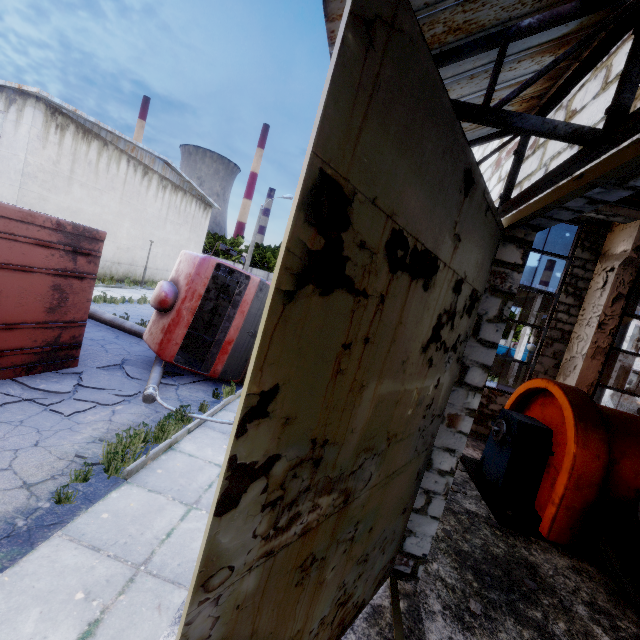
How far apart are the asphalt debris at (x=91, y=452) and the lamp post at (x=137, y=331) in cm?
569

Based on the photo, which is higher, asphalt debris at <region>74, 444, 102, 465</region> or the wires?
the wires

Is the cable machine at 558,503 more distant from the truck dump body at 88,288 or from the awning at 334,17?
the truck dump body at 88,288

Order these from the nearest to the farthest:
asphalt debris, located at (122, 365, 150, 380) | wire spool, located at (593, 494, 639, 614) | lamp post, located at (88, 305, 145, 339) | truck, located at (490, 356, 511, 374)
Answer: wire spool, located at (593, 494, 639, 614) → asphalt debris, located at (122, 365, 150, 380) → lamp post, located at (88, 305, 145, 339) → truck, located at (490, 356, 511, 374)

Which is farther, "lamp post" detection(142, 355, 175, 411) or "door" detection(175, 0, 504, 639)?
"lamp post" detection(142, 355, 175, 411)

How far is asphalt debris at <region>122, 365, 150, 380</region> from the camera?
7.6m

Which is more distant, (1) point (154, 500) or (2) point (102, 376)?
(2) point (102, 376)

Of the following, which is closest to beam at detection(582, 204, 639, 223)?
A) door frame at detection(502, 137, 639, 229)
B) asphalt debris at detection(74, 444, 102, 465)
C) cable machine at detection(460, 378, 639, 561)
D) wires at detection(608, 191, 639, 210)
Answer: wires at detection(608, 191, 639, 210)
